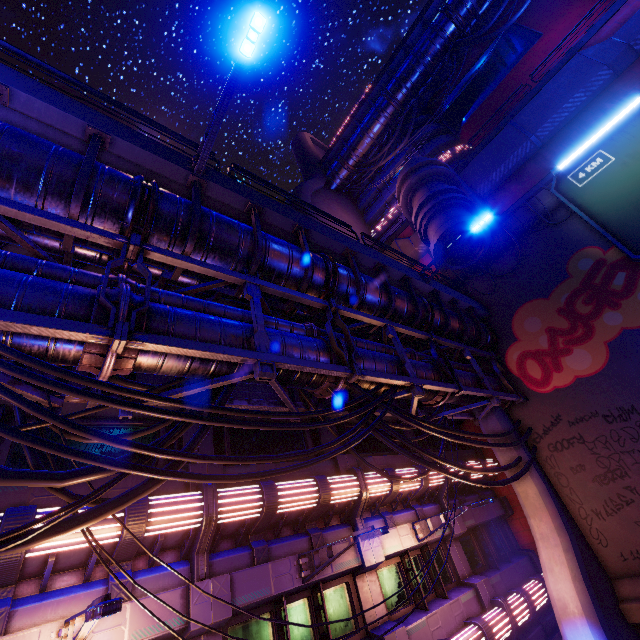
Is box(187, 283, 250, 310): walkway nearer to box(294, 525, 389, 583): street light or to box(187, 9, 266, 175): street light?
box(187, 9, 266, 175): street light

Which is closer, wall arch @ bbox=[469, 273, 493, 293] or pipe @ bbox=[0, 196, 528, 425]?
pipe @ bbox=[0, 196, 528, 425]

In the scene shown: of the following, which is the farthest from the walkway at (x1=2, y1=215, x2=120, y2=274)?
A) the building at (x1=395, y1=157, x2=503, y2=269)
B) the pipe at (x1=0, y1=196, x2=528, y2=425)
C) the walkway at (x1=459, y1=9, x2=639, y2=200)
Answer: the walkway at (x1=459, y1=9, x2=639, y2=200)

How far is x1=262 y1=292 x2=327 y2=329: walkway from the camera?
9.0m

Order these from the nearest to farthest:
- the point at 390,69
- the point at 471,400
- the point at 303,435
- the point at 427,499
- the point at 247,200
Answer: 1. the point at 247,200
2. the point at 303,435
3. the point at 471,400
4. the point at 427,499
5. the point at 390,69

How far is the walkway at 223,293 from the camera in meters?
8.1 m

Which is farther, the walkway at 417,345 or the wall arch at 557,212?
the wall arch at 557,212

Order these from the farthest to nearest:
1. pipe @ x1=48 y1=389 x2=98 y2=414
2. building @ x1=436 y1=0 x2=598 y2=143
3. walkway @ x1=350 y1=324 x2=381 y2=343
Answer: building @ x1=436 y1=0 x2=598 y2=143
walkway @ x1=350 y1=324 x2=381 y2=343
pipe @ x1=48 y1=389 x2=98 y2=414
